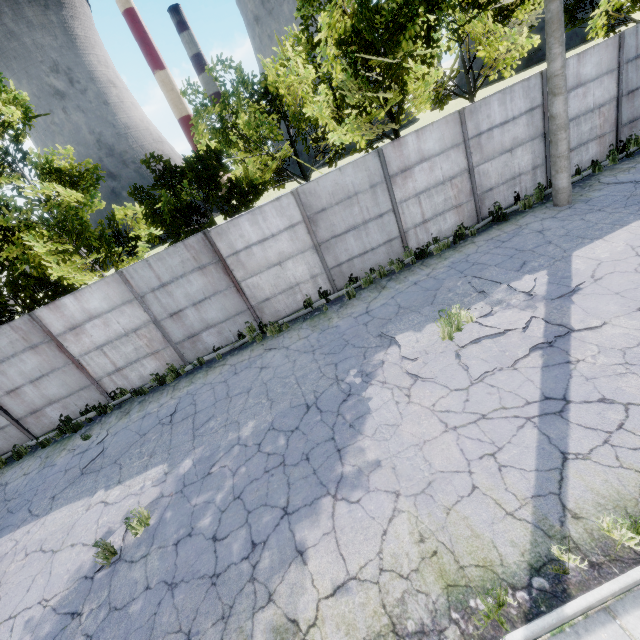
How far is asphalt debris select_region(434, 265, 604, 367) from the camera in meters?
5.9

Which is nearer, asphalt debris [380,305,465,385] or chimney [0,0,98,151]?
asphalt debris [380,305,465,385]

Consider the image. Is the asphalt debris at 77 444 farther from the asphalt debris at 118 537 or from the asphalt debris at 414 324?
the asphalt debris at 414 324

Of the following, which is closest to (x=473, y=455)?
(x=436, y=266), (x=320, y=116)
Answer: (x=436, y=266)

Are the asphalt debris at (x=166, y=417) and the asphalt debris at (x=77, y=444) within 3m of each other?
yes

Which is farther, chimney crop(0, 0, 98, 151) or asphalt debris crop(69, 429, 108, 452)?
chimney crop(0, 0, 98, 151)

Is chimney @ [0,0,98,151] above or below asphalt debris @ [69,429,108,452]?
above

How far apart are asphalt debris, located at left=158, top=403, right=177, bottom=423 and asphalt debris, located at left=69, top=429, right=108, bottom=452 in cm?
161
